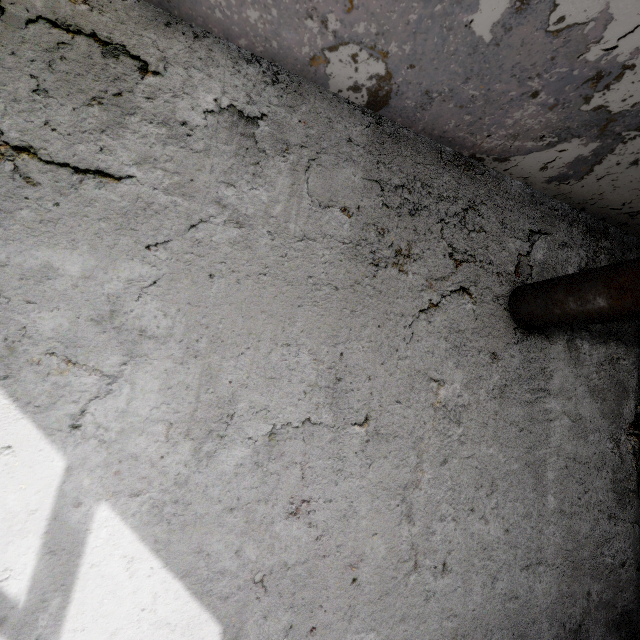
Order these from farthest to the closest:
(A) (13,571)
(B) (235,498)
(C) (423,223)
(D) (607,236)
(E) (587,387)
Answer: (D) (607,236) → (E) (587,387) → (C) (423,223) → (B) (235,498) → (A) (13,571)
